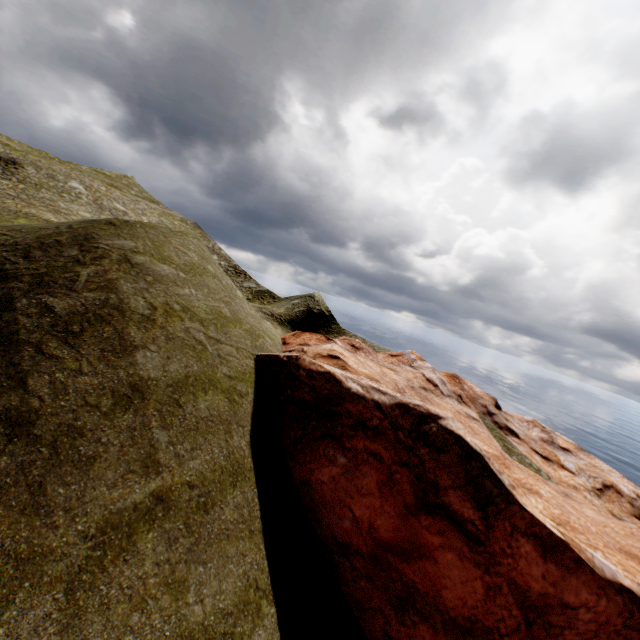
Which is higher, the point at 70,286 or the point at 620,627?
the point at 70,286
